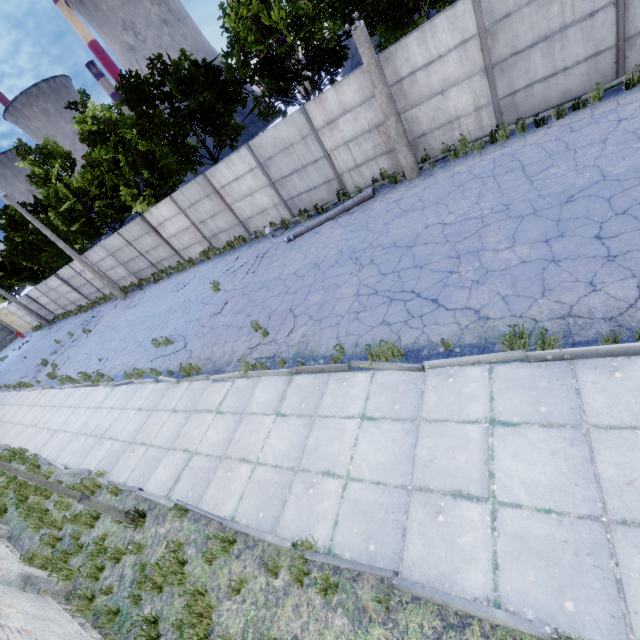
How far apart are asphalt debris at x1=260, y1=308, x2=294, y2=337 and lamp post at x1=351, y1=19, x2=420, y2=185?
6.5m

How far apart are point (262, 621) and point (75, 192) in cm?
3026

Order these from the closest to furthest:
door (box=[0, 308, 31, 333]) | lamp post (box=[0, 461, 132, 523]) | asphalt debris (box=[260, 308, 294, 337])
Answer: lamp post (box=[0, 461, 132, 523]), asphalt debris (box=[260, 308, 294, 337]), door (box=[0, 308, 31, 333])

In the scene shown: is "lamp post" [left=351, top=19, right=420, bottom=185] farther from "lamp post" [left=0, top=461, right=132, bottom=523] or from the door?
the door

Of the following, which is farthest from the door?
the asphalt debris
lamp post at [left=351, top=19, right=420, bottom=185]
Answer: lamp post at [left=351, top=19, right=420, bottom=185]

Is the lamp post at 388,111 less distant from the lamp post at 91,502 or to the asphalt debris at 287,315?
the asphalt debris at 287,315

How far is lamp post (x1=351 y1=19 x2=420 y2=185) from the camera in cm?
909
